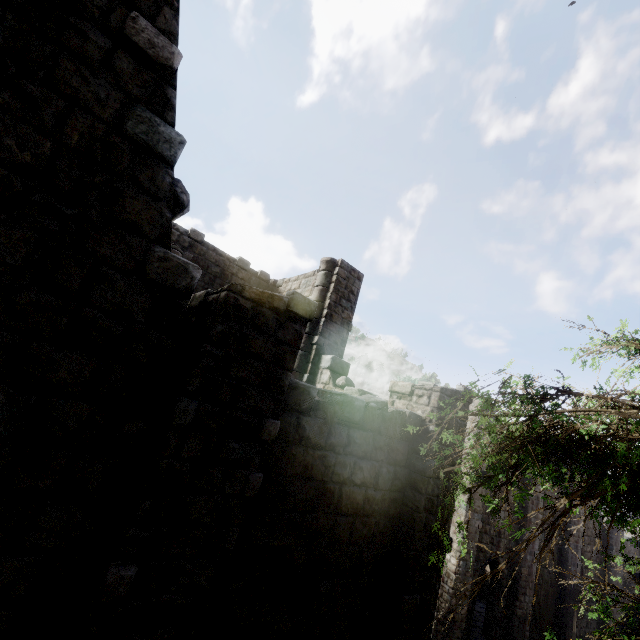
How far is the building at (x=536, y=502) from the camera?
18.9m

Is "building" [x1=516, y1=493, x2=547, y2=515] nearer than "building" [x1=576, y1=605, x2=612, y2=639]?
Yes

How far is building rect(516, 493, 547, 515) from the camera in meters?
18.9 m

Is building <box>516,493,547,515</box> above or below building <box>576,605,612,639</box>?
above

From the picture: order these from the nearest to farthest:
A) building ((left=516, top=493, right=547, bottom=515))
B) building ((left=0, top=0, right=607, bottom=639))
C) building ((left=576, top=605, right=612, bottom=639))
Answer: building ((left=0, top=0, right=607, bottom=639))
building ((left=516, top=493, right=547, bottom=515))
building ((left=576, top=605, right=612, bottom=639))

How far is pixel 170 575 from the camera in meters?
3.4

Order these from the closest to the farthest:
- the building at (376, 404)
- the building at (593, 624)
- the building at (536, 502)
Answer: the building at (376, 404) < the building at (536, 502) < the building at (593, 624)
